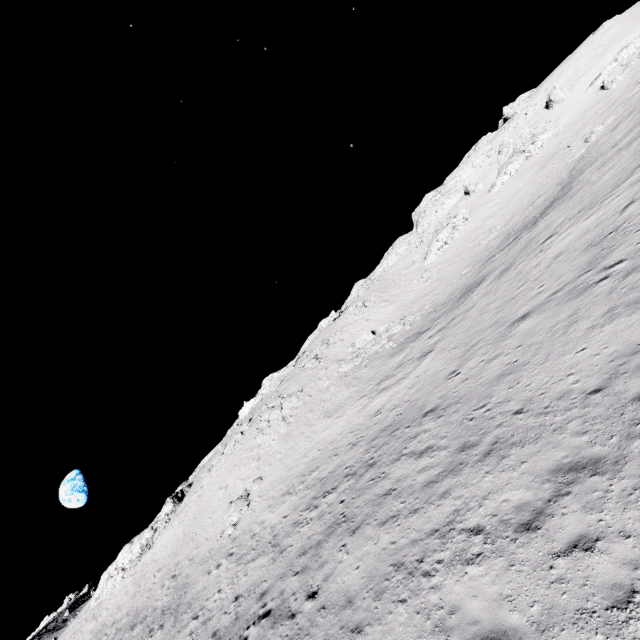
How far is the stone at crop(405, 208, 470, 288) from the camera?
47.34m

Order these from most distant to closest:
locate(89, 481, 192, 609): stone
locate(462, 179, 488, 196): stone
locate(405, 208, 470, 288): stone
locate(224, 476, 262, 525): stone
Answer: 1. locate(462, 179, 488, 196): stone
2. locate(405, 208, 470, 288): stone
3. locate(89, 481, 192, 609): stone
4. locate(224, 476, 262, 525): stone

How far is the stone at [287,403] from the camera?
36.3m

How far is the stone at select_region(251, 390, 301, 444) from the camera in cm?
3634

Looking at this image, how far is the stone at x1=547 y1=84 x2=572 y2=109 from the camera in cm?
5026

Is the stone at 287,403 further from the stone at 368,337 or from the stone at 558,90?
the stone at 558,90

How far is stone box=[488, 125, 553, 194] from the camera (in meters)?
47.78

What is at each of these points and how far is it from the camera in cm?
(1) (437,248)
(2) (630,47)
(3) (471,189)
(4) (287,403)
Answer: (1) stone, 4831
(2) stone, 4312
(3) stone, 5494
(4) stone, 3781
